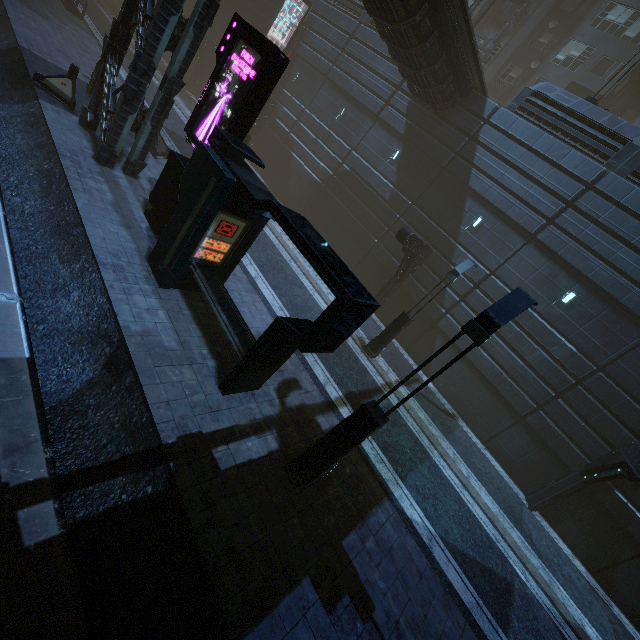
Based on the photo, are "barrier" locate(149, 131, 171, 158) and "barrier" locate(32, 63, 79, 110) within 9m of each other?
yes

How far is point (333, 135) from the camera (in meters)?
21.81

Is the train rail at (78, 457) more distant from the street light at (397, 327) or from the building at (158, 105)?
the street light at (397, 327)

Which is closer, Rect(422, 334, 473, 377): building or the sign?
the sign

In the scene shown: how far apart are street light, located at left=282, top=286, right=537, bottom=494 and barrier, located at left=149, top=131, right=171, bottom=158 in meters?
14.2

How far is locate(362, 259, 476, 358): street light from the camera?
12.5m

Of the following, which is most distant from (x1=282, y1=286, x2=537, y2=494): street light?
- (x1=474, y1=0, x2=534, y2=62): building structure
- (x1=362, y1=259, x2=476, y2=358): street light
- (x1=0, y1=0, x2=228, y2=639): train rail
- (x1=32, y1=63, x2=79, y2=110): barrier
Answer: (x1=474, y1=0, x2=534, y2=62): building structure

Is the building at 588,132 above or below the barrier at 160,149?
above
